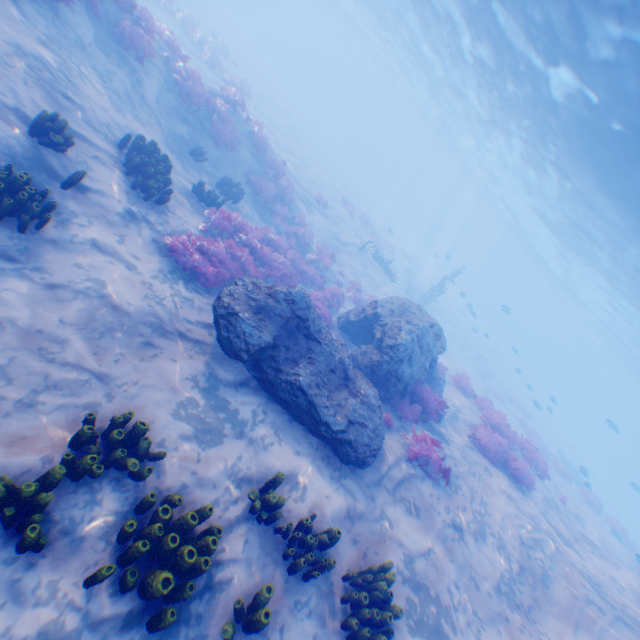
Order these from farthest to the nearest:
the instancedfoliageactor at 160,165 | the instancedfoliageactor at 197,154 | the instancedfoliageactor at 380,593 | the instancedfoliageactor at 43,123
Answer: the instancedfoliageactor at 197,154
the instancedfoliageactor at 160,165
the instancedfoliageactor at 43,123
the instancedfoliageactor at 380,593

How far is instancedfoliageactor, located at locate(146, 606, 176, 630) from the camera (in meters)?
3.55

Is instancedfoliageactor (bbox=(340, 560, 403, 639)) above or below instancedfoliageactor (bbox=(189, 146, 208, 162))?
above

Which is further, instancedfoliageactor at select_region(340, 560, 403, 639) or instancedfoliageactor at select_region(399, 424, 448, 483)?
instancedfoliageactor at select_region(399, 424, 448, 483)

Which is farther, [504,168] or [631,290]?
[504,168]

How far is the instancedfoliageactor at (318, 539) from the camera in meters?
4.8 m
